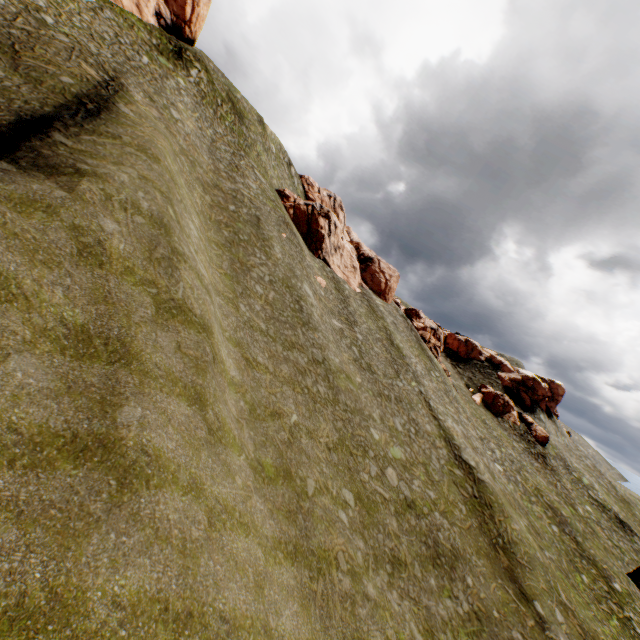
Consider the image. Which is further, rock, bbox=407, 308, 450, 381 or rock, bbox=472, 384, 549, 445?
rock, bbox=472, 384, 549, 445

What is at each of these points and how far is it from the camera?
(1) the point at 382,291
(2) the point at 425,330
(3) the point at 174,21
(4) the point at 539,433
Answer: (1) rock, 52.3m
(2) rock, 59.4m
(3) rock, 42.7m
(4) rock, 54.2m

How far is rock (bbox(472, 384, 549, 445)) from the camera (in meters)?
54.06

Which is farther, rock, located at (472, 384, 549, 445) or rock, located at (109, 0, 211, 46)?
rock, located at (472, 384, 549, 445)

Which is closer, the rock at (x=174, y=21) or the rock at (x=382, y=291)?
the rock at (x=174, y=21)

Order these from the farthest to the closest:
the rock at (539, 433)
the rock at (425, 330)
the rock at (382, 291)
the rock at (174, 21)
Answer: the rock at (539, 433)
the rock at (425, 330)
the rock at (382, 291)
the rock at (174, 21)
